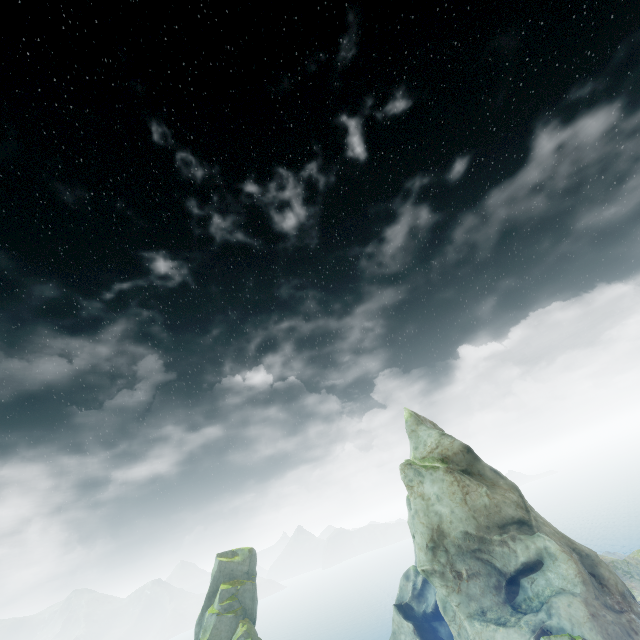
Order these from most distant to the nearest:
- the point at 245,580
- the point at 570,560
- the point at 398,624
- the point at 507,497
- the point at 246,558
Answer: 1. the point at 246,558
2. the point at 245,580
3. the point at 398,624
4. the point at 507,497
5. the point at 570,560
